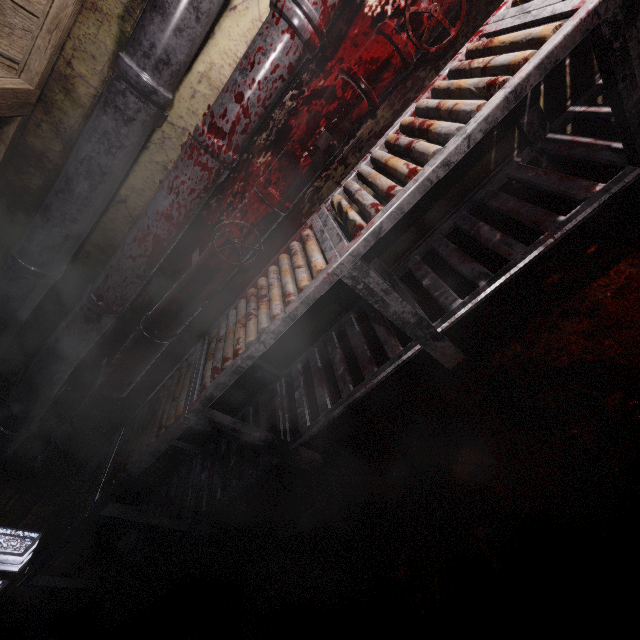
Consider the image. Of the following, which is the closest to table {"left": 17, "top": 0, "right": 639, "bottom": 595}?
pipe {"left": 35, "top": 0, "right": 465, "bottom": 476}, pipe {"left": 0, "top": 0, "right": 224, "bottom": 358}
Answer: pipe {"left": 35, "top": 0, "right": 465, "bottom": 476}

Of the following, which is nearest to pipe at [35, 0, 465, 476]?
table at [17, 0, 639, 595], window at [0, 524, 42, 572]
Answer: table at [17, 0, 639, 595]

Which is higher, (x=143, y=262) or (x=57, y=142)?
(x=57, y=142)

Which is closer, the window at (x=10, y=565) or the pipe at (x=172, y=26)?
the pipe at (x=172, y=26)

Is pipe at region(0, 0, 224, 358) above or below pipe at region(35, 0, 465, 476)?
above

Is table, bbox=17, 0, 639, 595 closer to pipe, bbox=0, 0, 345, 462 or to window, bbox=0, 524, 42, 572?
pipe, bbox=0, 0, 345, 462

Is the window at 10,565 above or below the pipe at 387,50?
below

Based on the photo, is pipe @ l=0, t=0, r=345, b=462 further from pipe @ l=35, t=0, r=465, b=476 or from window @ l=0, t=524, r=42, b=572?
window @ l=0, t=524, r=42, b=572
